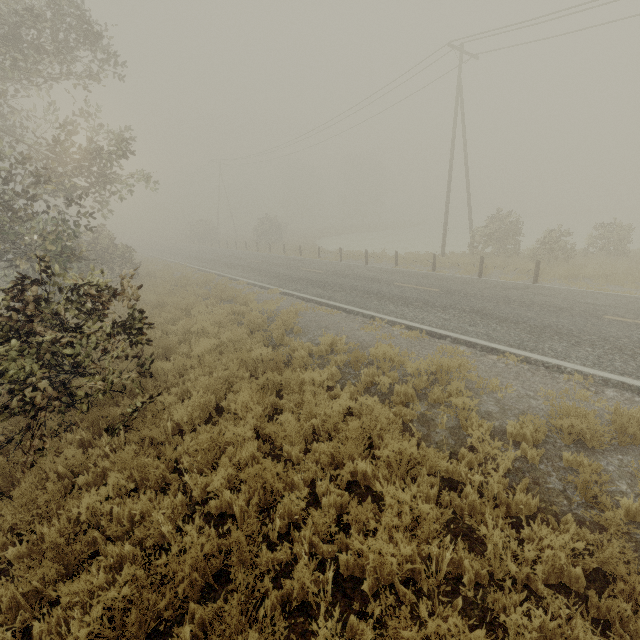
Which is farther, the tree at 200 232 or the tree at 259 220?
the tree at 200 232

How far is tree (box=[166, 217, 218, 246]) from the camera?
48.5m

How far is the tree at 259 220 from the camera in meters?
37.8

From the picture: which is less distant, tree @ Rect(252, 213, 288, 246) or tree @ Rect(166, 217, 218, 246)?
tree @ Rect(252, 213, 288, 246)

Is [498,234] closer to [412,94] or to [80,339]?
[412,94]

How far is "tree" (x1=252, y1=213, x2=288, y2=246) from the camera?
37.8 meters
